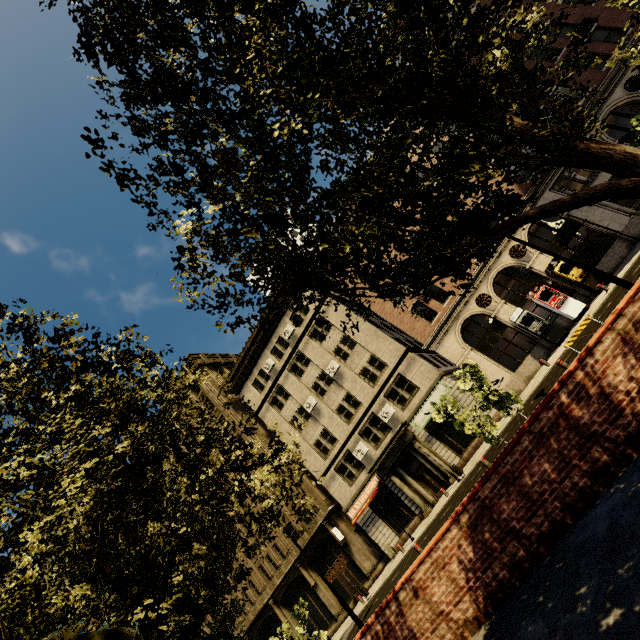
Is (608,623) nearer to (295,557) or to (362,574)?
(362,574)

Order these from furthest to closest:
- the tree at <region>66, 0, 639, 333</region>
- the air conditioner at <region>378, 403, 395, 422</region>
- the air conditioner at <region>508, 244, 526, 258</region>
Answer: the air conditioner at <region>378, 403, 395, 422</region>, the air conditioner at <region>508, 244, 526, 258</region>, the tree at <region>66, 0, 639, 333</region>

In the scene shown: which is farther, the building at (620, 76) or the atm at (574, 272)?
the building at (620, 76)

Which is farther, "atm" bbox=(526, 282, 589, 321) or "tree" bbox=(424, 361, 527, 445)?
"atm" bbox=(526, 282, 589, 321)

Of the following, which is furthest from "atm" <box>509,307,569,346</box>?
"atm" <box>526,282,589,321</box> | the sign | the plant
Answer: the plant

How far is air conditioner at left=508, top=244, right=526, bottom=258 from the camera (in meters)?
22.22

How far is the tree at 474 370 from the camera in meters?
11.1 m

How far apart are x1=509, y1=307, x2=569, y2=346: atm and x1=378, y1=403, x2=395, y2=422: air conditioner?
10.5 meters
